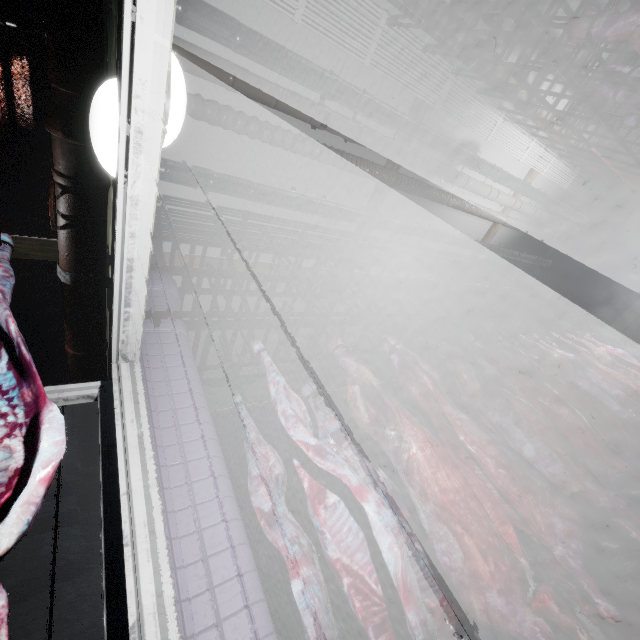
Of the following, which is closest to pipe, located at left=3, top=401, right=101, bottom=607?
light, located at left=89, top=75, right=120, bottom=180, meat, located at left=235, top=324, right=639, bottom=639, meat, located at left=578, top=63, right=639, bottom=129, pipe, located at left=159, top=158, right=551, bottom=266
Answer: light, located at left=89, top=75, right=120, bottom=180

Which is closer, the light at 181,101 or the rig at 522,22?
the light at 181,101

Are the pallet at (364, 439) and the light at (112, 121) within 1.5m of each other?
no

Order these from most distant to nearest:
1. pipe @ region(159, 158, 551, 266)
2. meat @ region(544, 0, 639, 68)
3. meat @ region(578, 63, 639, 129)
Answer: pipe @ region(159, 158, 551, 266) → meat @ region(578, 63, 639, 129) → meat @ region(544, 0, 639, 68)

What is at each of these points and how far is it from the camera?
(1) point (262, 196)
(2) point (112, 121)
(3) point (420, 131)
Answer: (1) pipe, 3.5m
(2) light, 1.0m
(3) pipe, 3.9m

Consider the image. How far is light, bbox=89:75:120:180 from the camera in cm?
100

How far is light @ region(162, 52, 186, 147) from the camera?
1.0 meters

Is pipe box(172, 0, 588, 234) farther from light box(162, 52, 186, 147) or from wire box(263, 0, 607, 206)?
light box(162, 52, 186, 147)
